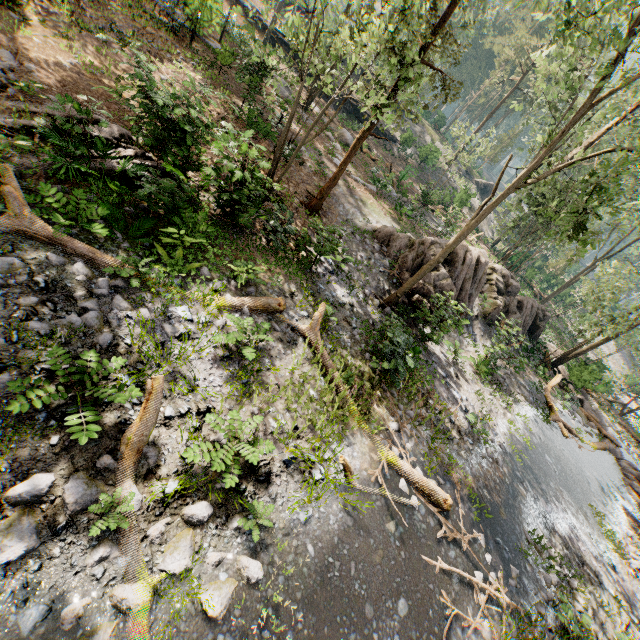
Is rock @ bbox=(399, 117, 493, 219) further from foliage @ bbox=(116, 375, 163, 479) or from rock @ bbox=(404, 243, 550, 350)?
rock @ bbox=(404, 243, 550, 350)

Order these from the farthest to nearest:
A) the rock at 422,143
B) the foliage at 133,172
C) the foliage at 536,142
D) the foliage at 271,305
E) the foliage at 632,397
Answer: the rock at 422,143 → the foliage at 632,397 → the foliage at 536,142 → the foliage at 271,305 → the foliage at 133,172

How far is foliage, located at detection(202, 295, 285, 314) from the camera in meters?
8.0 m

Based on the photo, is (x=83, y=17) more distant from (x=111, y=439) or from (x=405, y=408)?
(x=405, y=408)

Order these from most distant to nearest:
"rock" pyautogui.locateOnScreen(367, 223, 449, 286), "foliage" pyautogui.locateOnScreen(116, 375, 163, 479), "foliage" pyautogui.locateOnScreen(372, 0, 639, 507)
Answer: "rock" pyautogui.locateOnScreen(367, 223, 449, 286), "foliage" pyautogui.locateOnScreen(372, 0, 639, 507), "foliage" pyautogui.locateOnScreen(116, 375, 163, 479)

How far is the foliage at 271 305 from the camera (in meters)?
8.03

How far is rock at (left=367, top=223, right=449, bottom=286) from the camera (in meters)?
16.02
